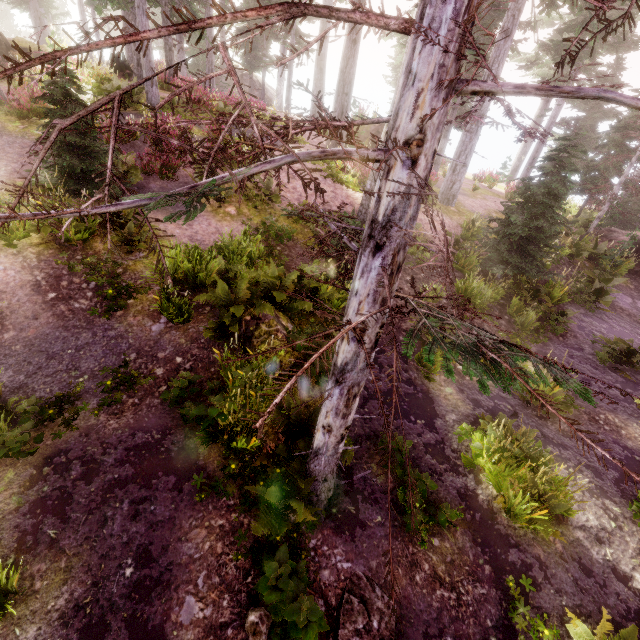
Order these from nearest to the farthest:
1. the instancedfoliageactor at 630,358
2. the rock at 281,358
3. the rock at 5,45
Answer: the rock at 281,358 < the instancedfoliageactor at 630,358 < the rock at 5,45

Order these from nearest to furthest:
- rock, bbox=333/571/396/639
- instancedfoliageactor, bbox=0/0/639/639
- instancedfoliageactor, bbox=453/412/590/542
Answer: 1. instancedfoliageactor, bbox=0/0/639/639
2. rock, bbox=333/571/396/639
3. instancedfoliageactor, bbox=453/412/590/542

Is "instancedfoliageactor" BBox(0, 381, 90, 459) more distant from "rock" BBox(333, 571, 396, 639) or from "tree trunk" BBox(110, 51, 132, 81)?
"rock" BBox(333, 571, 396, 639)

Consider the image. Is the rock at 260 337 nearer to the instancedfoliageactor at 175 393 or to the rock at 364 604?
the instancedfoliageactor at 175 393

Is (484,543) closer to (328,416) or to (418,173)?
(328,416)

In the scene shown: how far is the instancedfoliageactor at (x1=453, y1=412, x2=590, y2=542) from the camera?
5.5 meters

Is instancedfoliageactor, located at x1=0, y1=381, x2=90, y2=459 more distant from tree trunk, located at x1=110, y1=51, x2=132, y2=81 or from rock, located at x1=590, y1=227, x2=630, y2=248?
rock, located at x1=590, y1=227, x2=630, y2=248

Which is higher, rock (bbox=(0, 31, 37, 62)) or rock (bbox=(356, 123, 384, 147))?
rock (bbox=(0, 31, 37, 62))
